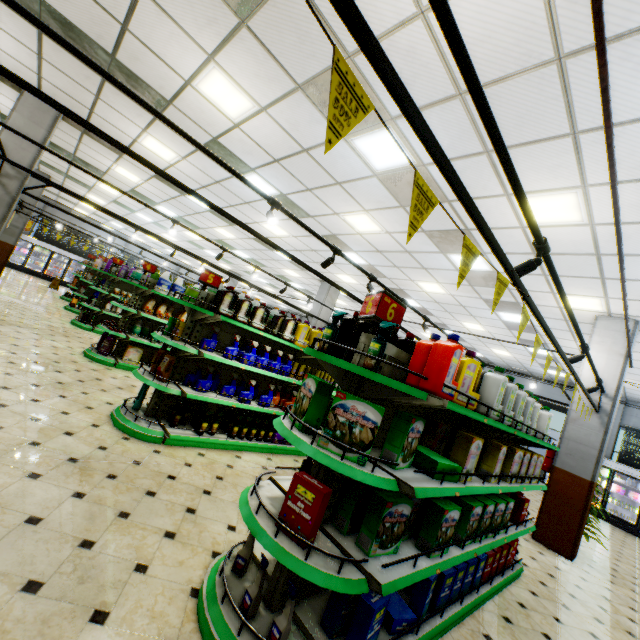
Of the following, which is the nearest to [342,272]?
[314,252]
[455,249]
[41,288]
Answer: [314,252]

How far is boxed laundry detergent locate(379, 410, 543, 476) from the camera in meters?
2.3 m

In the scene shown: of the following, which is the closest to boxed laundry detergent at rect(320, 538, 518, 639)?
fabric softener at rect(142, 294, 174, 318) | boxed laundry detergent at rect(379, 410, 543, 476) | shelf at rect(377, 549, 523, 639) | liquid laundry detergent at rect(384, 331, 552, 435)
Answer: shelf at rect(377, 549, 523, 639)

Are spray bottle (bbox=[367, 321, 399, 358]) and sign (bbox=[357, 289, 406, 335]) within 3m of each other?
yes

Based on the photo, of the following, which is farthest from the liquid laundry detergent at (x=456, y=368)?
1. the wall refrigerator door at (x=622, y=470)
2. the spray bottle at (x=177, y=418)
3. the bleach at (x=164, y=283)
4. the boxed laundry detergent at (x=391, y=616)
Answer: the wall refrigerator door at (x=622, y=470)

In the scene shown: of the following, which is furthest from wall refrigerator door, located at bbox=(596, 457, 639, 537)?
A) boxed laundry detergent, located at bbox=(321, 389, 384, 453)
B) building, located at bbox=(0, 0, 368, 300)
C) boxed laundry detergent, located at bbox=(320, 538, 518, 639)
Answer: boxed laundry detergent, located at bbox=(321, 389, 384, 453)

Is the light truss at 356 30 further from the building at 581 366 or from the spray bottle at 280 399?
the spray bottle at 280 399

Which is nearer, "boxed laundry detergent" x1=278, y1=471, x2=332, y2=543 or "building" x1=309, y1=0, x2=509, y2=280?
"boxed laundry detergent" x1=278, y1=471, x2=332, y2=543
